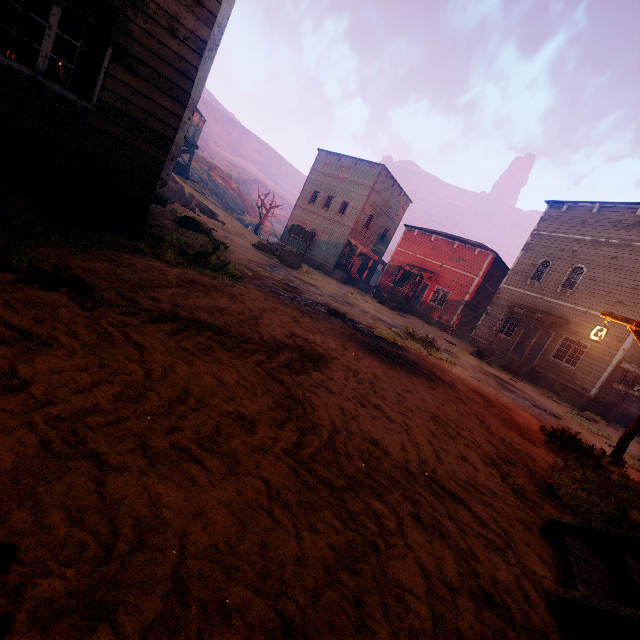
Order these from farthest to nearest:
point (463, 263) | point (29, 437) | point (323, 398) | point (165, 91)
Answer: point (463, 263) < point (165, 91) < point (323, 398) < point (29, 437)

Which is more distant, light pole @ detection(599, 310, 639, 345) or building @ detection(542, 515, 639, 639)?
light pole @ detection(599, 310, 639, 345)

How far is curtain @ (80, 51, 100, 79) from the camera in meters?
5.0 m

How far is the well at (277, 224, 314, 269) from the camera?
18.9 meters

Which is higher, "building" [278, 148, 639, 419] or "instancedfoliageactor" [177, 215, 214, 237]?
"building" [278, 148, 639, 419]

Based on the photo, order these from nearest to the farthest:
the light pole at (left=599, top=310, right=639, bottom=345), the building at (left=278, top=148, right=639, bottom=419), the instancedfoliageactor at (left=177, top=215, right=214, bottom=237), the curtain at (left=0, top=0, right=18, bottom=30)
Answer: the curtain at (left=0, top=0, right=18, bottom=30) < the light pole at (left=599, top=310, right=639, bottom=345) < the instancedfoliageactor at (left=177, top=215, right=214, bottom=237) < the building at (left=278, top=148, right=639, bottom=419)

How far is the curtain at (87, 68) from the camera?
5.0 meters

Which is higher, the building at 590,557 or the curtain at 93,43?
the curtain at 93,43
